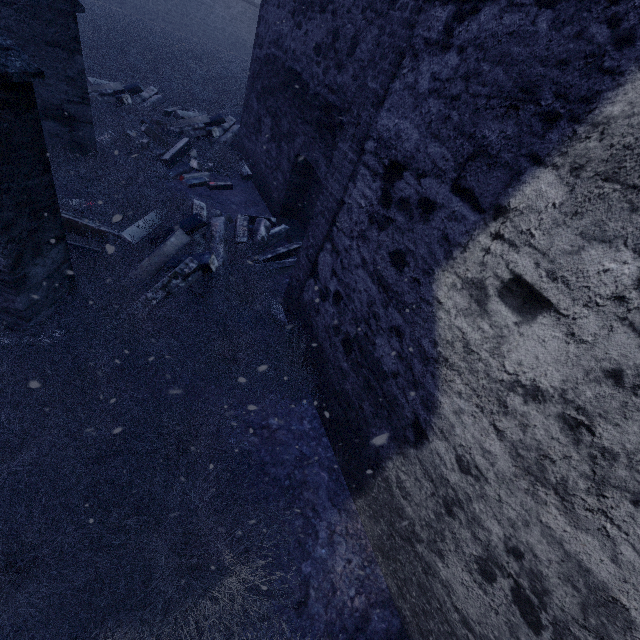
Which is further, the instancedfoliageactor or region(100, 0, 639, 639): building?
the instancedfoliageactor

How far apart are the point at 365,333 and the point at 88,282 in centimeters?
292cm

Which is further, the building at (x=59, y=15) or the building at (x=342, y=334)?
the building at (x=59, y=15)

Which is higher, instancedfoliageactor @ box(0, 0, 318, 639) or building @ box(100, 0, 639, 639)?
building @ box(100, 0, 639, 639)

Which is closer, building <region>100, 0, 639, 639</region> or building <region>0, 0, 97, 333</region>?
building <region>100, 0, 639, 639</region>

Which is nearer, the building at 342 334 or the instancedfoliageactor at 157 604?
the building at 342 334
